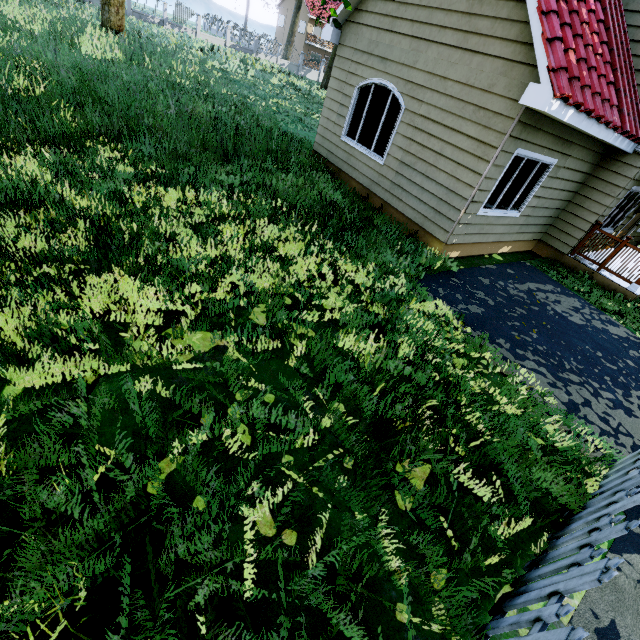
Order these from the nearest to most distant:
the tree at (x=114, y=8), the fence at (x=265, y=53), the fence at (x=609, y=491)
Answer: the fence at (x=609, y=491), the tree at (x=114, y=8), the fence at (x=265, y=53)

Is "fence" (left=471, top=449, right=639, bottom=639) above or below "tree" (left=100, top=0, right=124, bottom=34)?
below

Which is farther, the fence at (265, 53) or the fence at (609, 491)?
the fence at (265, 53)

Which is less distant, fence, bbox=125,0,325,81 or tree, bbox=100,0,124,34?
tree, bbox=100,0,124,34

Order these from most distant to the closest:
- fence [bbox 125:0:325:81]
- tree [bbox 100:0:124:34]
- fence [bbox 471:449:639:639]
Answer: fence [bbox 125:0:325:81], tree [bbox 100:0:124:34], fence [bbox 471:449:639:639]

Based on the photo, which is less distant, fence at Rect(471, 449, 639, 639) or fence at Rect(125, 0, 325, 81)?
fence at Rect(471, 449, 639, 639)

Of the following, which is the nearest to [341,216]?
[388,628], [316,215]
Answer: [316,215]
